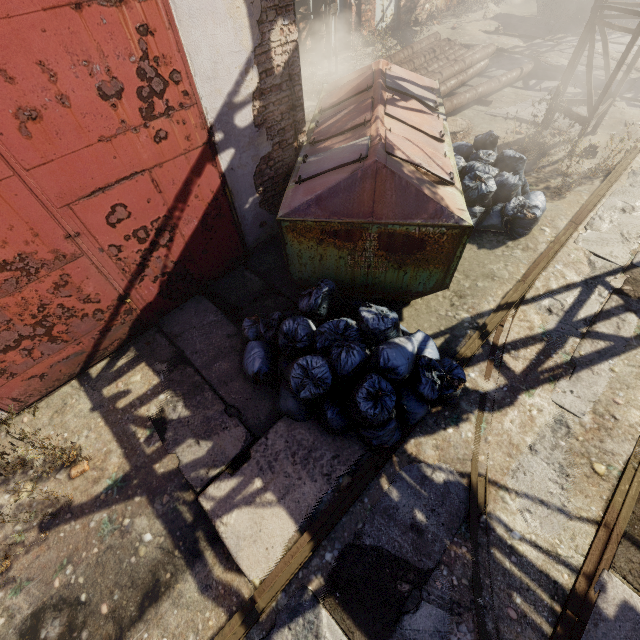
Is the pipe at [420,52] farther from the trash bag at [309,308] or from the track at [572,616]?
the trash bag at [309,308]

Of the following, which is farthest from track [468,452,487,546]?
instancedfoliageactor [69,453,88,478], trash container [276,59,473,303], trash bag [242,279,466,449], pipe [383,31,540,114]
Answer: pipe [383,31,540,114]

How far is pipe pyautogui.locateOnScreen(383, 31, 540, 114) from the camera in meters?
8.3 m

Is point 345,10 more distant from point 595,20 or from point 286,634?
point 286,634

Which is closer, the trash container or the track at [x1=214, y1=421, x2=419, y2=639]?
the track at [x1=214, y1=421, x2=419, y2=639]

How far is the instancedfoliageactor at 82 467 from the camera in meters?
3.5

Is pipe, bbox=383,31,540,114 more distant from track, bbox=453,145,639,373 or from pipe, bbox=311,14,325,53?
track, bbox=453,145,639,373

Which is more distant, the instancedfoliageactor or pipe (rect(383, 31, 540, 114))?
pipe (rect(383, 31, 540, 114))
